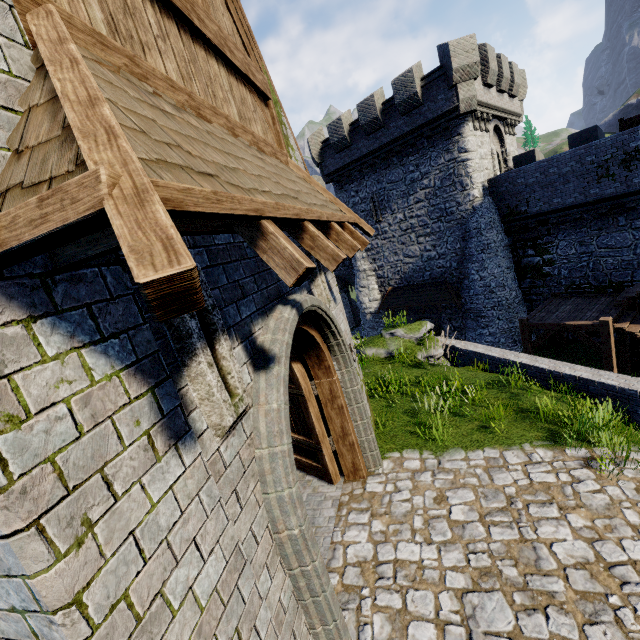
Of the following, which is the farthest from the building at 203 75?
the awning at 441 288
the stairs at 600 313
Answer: the awning at 441 288

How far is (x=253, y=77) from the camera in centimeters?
485cm

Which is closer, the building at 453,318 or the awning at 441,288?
the awning at 441,288

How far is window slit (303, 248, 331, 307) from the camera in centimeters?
554cm

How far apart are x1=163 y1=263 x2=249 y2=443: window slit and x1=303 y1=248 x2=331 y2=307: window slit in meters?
3.0 m

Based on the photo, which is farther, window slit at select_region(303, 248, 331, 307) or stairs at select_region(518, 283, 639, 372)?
stairs at select_region(518, 283, 639, 372)

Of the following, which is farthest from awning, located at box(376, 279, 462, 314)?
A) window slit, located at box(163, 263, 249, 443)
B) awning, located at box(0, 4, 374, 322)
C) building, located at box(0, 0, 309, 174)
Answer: window slit, located at box(163, 263, 249, 443)

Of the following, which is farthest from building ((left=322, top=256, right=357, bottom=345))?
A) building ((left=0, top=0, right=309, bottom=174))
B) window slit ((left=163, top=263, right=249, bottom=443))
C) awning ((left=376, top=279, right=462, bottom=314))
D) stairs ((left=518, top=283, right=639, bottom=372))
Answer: window slit ((left=163, top=263, right=249, bottom=443))
